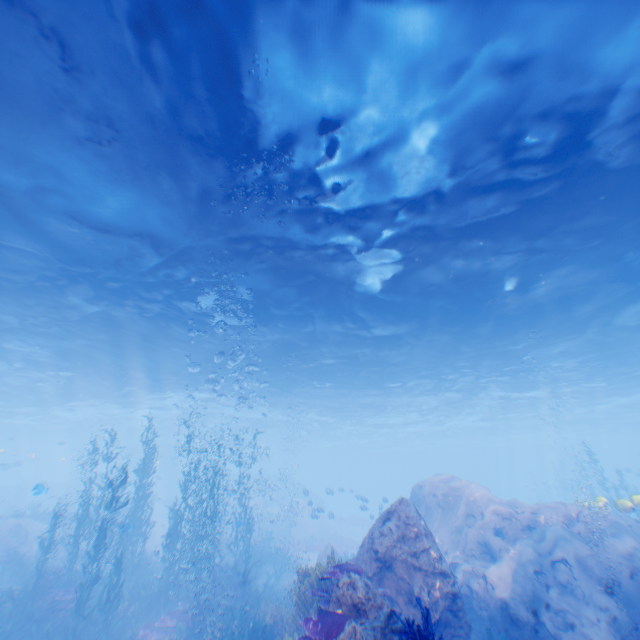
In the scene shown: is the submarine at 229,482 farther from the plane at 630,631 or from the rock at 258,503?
the plane at 630,631

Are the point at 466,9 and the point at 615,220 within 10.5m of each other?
yes

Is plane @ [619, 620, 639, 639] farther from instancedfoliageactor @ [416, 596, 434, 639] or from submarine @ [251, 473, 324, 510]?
submarine @ [251, 473, 324, 510]

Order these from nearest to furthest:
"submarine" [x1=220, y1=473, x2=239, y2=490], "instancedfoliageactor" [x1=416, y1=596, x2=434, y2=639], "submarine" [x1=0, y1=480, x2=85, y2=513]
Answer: "instancedfoliageactor" [x1=416, y1=596, x2=434, y2=639] < "submarine" [x1=220, y1=473, x2=239, y2=490] < "submarine" [x1=0, y1=480, x2=85, y2=513]

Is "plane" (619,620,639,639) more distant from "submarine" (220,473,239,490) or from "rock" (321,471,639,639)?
"submarine" (220,473,239,490)

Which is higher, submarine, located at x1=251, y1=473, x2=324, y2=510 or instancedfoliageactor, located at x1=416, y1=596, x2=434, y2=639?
submarine, located at x1=251, y1=473, x2=324, y2=510

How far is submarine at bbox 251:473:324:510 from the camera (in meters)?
26.72

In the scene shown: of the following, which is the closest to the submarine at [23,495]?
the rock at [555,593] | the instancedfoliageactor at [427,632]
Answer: the rock at [555,593]
